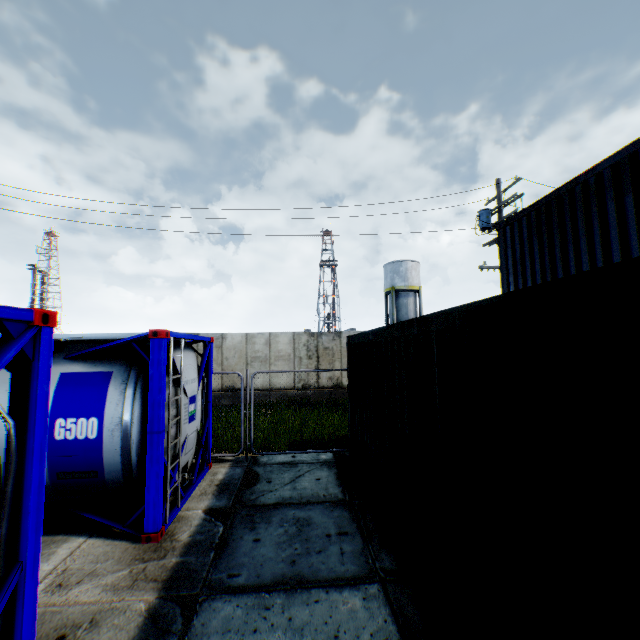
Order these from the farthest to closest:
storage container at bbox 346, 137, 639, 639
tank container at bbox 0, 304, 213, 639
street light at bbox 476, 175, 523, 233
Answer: street light at bbox 476, 175, 523, 233 → tank container at bbox 0, 304, 213, 639 → storage container at bbox 346, 137, 639, 639

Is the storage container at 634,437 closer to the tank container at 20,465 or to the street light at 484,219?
the tank container at 20,465

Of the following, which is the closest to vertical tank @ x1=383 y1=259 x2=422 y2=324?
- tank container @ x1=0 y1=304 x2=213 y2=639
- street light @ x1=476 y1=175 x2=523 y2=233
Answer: street light @ x1=476 y1=175 x2=523 y2=233

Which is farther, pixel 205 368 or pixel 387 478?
pixel 205 368

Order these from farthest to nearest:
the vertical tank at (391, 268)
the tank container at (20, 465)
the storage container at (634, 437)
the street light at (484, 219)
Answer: the vertical tank at (391, 268)
the street light at (484, 219)
the tank container at (20, 465)
the storage container at (634, 437)

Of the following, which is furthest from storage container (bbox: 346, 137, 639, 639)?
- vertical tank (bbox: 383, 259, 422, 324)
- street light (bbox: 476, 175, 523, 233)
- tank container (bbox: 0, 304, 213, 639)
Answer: vertical tank (bbox: 383, 259, 422, 324)

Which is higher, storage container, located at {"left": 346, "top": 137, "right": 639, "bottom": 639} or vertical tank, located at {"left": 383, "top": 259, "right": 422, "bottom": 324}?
vertical tank, located at {"left": 383, "top": 259, "right": 422, "bottom": 324}

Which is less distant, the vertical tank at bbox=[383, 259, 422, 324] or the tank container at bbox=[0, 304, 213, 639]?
the tank container at bbox=[0, 304, 213, 639]
